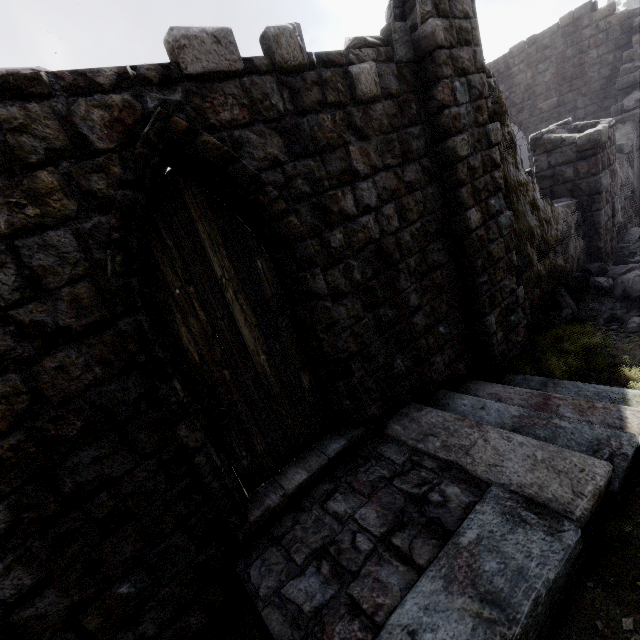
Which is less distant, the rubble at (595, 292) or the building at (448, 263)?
the building at (448, 263)

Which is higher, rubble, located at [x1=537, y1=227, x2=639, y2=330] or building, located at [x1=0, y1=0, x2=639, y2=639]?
building, located at [x1=0, y1=0, x2=639, y2=639]

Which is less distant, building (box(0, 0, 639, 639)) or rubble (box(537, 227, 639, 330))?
building (box(0, 0, 639, 639))

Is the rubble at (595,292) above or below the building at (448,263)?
below

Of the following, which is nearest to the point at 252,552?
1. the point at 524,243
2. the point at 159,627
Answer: the point at 159,627
